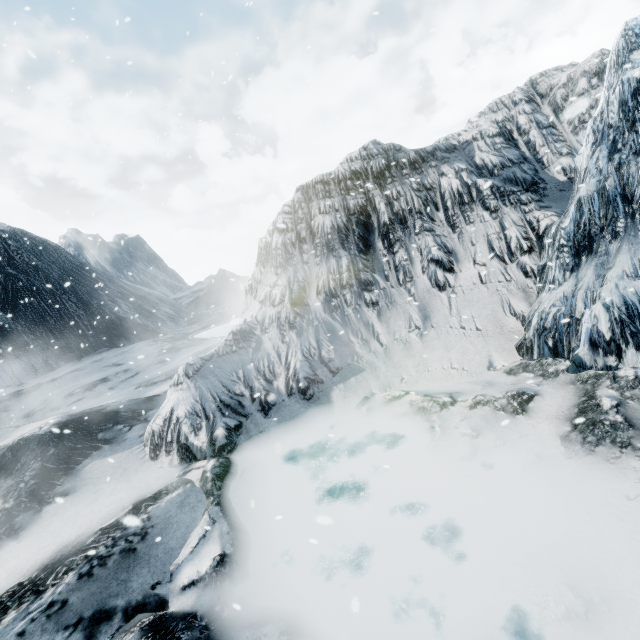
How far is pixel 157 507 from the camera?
4.1m
